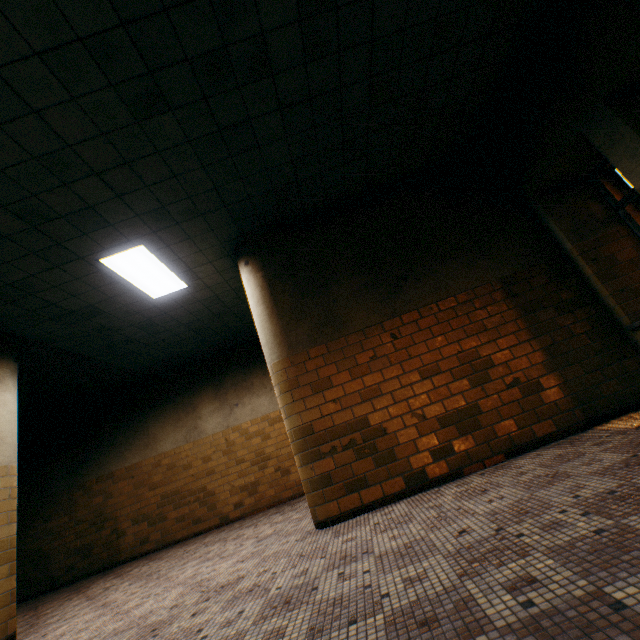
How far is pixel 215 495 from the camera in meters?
7.4

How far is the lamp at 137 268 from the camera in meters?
4.4 m

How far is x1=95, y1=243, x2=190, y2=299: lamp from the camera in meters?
4.4
